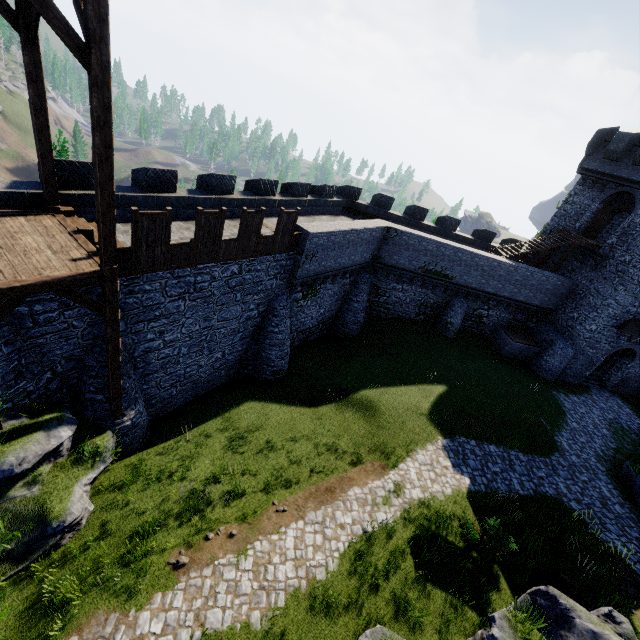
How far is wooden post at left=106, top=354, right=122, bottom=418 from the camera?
10.2 meters

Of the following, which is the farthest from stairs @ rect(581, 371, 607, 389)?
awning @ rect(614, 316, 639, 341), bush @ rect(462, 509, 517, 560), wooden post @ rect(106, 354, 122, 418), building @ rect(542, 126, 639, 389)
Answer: wooden post @ rect(106, 354, 122, 418)

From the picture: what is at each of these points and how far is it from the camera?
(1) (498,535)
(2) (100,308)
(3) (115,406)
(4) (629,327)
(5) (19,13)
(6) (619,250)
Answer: (1) bush, 11.7 meters
(2) stairs, 8.9 meters
(3) wooden post, 11.3 meters
(4) awning, 23.4 meters
(5) stairs, 7.5 meters
(6) building, 22.8 meters

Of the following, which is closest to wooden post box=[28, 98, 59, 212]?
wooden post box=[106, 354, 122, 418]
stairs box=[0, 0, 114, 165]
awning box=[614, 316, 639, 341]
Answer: Result: stairs box=[0, 0, 114, 165]

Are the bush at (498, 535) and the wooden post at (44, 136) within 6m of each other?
no

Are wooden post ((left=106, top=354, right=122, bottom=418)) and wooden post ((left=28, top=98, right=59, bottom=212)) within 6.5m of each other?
yes

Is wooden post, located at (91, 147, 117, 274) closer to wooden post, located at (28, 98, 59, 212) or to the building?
wooden post, located at (28, 98, 59, 212)

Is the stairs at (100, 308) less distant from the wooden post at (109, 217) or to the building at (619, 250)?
the wooden post at (109, 217)
